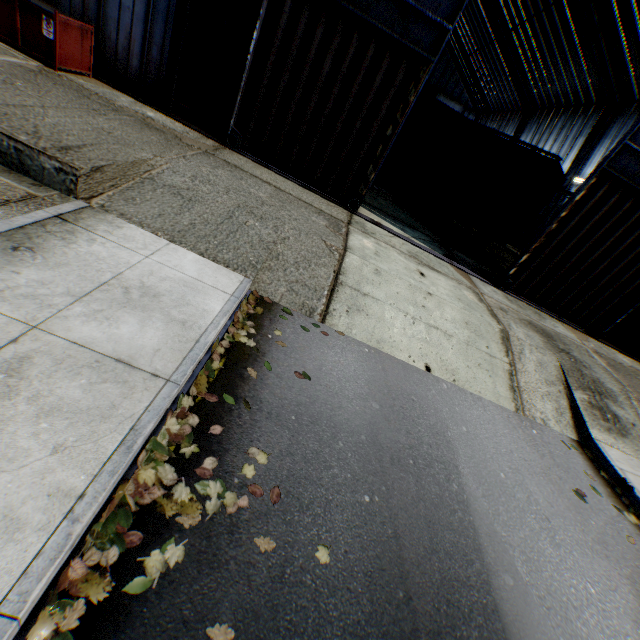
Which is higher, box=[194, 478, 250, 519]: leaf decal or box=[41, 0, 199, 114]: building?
box=[41, 0, 199, 114]: building

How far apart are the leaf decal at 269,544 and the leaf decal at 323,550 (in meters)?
0.41

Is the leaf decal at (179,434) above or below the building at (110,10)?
below

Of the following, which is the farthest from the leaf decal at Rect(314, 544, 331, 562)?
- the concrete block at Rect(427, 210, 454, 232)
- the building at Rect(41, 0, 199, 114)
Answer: the concrete block at Rect(427, 210, 454, 232)

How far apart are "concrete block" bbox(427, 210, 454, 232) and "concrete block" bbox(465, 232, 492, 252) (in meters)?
1.22

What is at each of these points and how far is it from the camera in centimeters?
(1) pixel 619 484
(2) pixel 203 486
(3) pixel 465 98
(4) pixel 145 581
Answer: (1) leaf decal, 589cm
(2) leaf decal, 287cm
(3) building, 4625cm
(4) leaf decal, 224cm

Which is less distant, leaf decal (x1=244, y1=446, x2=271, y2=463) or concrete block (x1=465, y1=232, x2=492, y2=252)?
→ leaf decal (x1=244, y1=446, x2=271, y2=463)

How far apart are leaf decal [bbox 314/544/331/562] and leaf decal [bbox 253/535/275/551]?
0.41m
